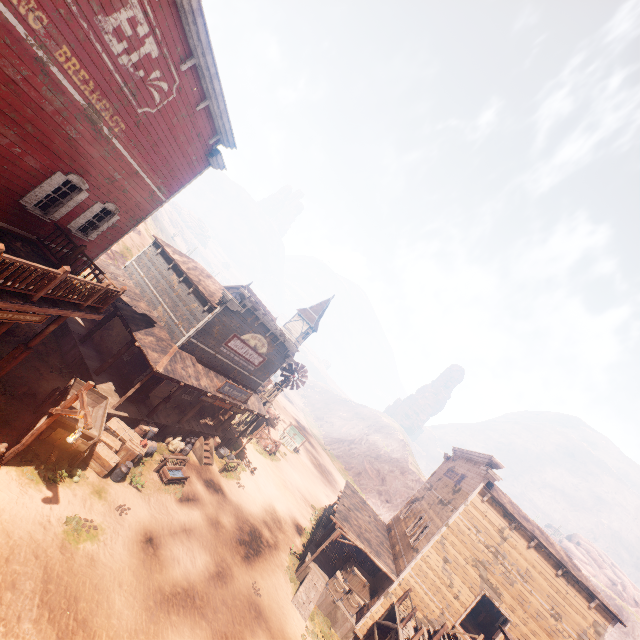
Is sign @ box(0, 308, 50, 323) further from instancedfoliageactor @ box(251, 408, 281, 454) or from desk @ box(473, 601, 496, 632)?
desk @ box(473, 601, 496, 632)

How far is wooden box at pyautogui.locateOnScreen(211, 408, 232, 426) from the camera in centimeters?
2257cm

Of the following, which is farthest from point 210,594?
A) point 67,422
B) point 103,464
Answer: point 67,422

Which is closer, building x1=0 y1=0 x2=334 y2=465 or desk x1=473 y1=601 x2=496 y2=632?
building x1=0 y1=0 x2=334 y2=465

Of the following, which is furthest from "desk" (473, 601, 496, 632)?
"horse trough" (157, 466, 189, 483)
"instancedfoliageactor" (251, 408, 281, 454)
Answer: "horse trough" (157, 466, 189, 483)

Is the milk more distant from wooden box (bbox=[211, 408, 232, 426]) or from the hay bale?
wooden box (bbox=[211, 408, 232, 426])

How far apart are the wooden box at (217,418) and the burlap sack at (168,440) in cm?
401

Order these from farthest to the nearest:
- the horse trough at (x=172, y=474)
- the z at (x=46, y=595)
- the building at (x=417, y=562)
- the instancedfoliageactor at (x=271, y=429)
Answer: the instancedfoliageactor at (x=271, y=429)
the building at (x=417, y=562)
the horse trough at (x=172, y=474)
the z at (x=46, y=595)
